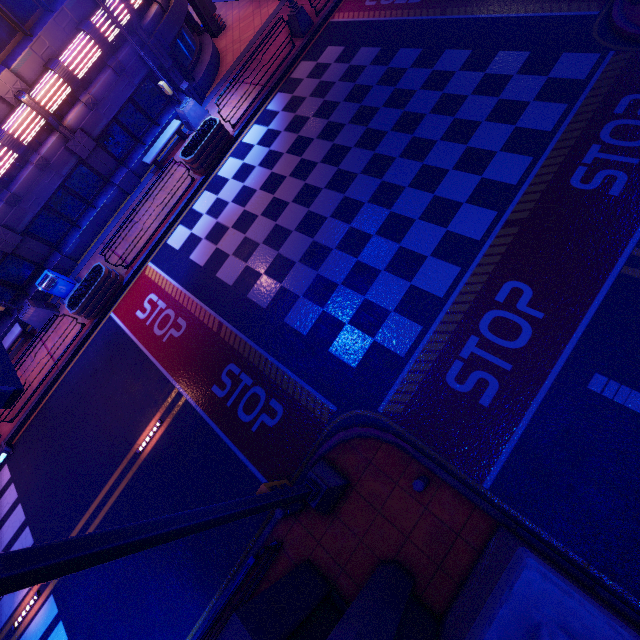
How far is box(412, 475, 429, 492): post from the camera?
5.8 meters

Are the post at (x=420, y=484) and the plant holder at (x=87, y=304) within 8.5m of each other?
no

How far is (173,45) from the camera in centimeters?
1477cm

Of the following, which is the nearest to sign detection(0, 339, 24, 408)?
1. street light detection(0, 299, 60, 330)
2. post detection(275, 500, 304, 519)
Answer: post detection(275, 500, 304, 519)

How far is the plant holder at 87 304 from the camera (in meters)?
12.62

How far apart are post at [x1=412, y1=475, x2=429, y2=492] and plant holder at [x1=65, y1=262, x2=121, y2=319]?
13.1m

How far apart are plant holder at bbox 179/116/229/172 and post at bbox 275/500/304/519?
13.07m

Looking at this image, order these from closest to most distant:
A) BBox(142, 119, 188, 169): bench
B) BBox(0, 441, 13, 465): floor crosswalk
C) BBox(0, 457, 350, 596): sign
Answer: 1. BBox(0, 457, 350, 596): sign
2. BBox(0, 441, 13, 465): floor crosswalk
3. BBox(142, 119, 188, 169): bench
